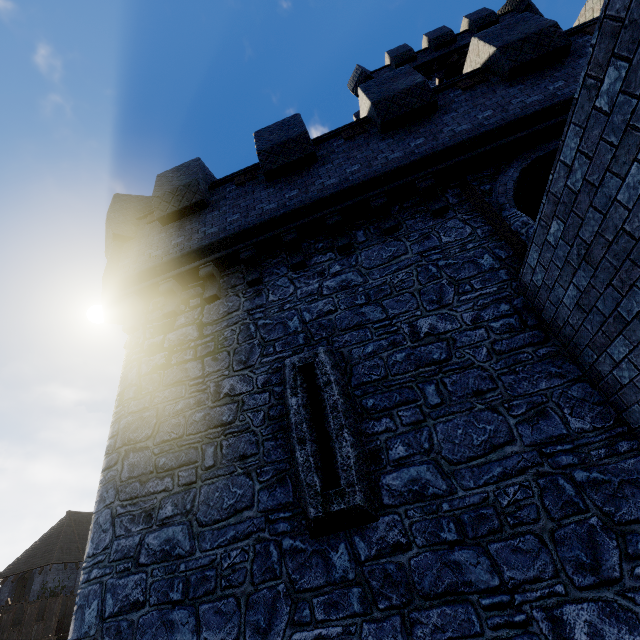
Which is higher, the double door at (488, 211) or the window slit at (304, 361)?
the double door at (488, 211)

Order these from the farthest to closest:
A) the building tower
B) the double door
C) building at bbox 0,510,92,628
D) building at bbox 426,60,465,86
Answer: building at bbox 0,510,92,628 → building at bbox 426,60,465,86 → the double door → the building tower

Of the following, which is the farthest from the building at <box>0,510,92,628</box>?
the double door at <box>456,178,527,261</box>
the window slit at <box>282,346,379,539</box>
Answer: the double door at <box>456,178,527,261</box>

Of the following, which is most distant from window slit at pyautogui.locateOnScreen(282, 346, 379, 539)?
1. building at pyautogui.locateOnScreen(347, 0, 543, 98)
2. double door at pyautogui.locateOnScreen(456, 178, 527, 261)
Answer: building at pyautogui.locateOnScreen(347, 0, 543, 98)

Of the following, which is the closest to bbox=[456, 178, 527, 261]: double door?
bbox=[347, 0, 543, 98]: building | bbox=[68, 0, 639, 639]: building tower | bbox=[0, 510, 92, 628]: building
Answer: bbox=[68, 0, 639, 639]: building tower

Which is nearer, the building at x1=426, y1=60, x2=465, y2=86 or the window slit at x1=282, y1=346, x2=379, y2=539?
the window slit at x1=282, y1=346, x2=379, y2=539

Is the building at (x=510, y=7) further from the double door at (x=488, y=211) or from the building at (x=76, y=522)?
the building at (x=76, y=522)

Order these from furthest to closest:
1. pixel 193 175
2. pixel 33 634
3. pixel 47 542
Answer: pixel 47 542, pixel 33 634, pixel 193 175
